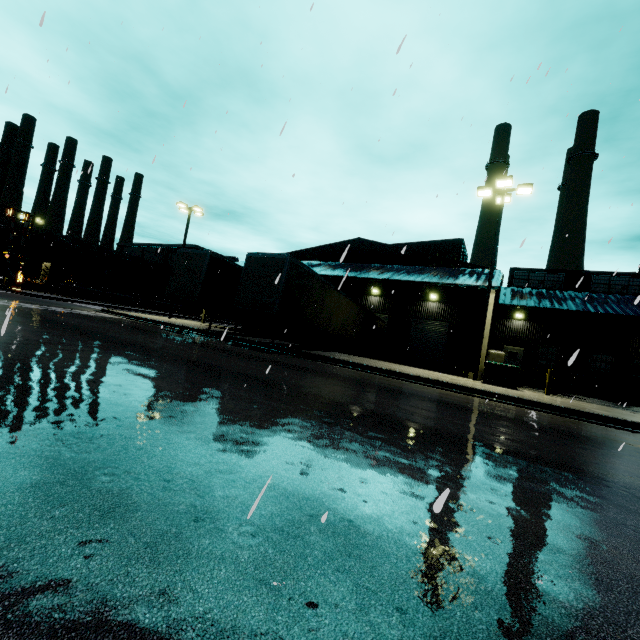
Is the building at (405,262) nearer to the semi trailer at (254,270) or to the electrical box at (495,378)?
the semi trailer at (254,270)

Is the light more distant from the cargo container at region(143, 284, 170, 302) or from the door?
the cargo container at region(143, 284, 170, 302)

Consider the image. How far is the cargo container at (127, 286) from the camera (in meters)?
44.38

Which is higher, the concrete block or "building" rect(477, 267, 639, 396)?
A: "building" rect(477, 267, 639, 396)

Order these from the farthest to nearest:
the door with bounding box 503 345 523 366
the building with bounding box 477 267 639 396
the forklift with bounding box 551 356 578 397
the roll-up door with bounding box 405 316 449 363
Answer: the door with bounding box 503 345 523 366, the roll-up door with bounding box 405 316 449 363, the building with bounding box 477 267 639 396, the forklift with bounding box 551 356 578 397

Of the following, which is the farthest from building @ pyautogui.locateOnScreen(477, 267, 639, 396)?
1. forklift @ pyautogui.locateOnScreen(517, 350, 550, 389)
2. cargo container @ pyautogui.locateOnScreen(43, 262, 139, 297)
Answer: forklift @ pyautogui.locateOnScreen(517, 350, 550, 389)

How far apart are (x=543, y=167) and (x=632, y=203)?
8.24m

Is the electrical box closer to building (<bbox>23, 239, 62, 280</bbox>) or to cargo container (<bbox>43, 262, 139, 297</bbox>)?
building (<bbox>23, 239, 62, 280</bbox>)
